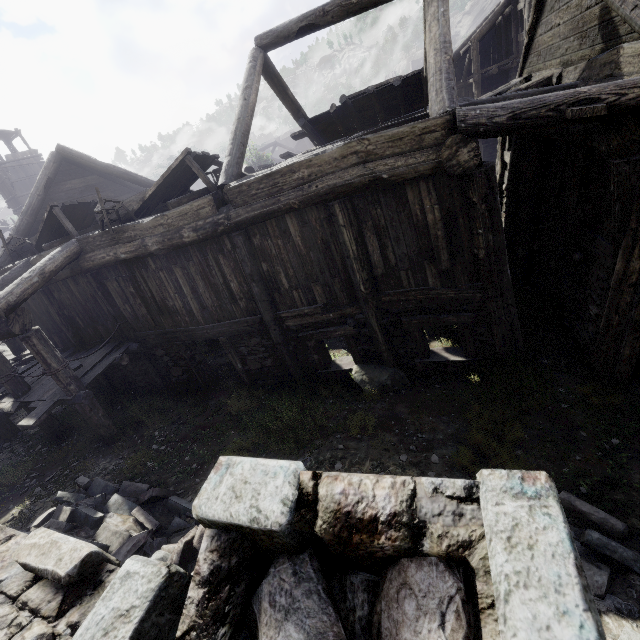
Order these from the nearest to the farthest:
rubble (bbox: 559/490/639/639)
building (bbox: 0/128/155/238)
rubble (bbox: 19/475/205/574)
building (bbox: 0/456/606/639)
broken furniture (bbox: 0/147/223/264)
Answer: building (bbox: 0/456/606/639) < rubble (bbox: 559/490/639/639) < rubble (bbox: 19/475/205/574) < broken furniture (bbox: 0/147/223/264) < building (bbox: 0/128/155/238)

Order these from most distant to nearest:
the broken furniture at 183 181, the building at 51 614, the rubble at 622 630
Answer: the broken furniture at 183 181, the rubble at 622 630, the building at 51 614

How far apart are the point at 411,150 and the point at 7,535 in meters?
6.7

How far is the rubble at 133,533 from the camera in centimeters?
472cm

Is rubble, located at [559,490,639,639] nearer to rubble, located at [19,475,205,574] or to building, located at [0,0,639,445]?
building, located at [0,0,639,445]

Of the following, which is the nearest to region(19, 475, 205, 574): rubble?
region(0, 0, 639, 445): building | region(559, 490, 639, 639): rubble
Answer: region(0, 0, 639, 445): building

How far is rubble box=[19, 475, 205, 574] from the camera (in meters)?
4.72

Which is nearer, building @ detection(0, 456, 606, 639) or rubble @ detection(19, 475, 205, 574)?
building @ detection(0, 456, 606, 639)
